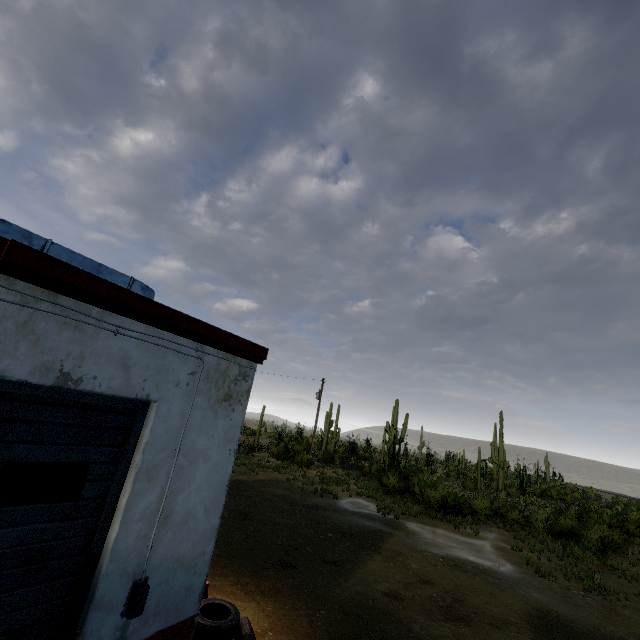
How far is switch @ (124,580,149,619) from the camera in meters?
3.2 m

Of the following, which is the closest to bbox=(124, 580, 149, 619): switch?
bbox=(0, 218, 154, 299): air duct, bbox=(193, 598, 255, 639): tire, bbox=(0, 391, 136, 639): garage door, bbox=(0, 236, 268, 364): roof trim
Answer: bbox=(0, 391, 136, 639): garage door

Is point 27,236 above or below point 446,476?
above

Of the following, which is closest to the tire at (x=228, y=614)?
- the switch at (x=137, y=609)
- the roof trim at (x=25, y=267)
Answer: the switch at (x=137, y=609)

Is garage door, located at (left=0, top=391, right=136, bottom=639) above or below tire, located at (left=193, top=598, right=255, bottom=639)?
above

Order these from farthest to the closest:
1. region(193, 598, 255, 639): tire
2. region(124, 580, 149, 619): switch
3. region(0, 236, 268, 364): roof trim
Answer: region(193, 598, 255, 639): tire, region(124, 580, 149, 619): switch, region(0, 236, 268, 364): roof trim

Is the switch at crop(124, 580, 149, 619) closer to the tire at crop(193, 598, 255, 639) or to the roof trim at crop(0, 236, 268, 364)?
the tire at crop(193, 598, 255, 639)

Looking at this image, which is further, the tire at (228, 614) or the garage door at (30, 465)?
the tire at (228, 614)
